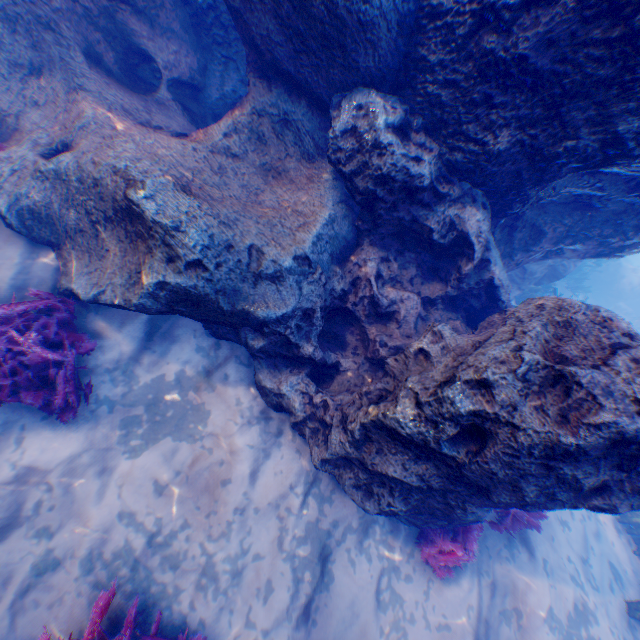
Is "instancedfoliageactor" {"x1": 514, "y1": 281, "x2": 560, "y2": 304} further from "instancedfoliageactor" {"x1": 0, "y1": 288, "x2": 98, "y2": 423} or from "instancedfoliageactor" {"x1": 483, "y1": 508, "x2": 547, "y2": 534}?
"instancedfoliageactor" {"x1": 0, "y1": 288, "x2": 98, "y2": 423}

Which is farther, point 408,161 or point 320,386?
point 320,386

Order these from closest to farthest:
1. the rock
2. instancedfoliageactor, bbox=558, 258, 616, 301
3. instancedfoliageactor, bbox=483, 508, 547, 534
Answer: the rock → instancedfoliageactor, bbox=483, 508, 547, 534 → instancedfoliageactor, bbox=558, 258, 616, 301

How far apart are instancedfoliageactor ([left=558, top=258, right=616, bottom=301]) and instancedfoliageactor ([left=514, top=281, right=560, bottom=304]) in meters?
6.5

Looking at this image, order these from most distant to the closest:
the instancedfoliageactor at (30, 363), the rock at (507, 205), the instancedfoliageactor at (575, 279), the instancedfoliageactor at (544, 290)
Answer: the instancedfoliageactor at (575, 279), the instancedfoliageactor at (544, 290), the instancedfoliageactor at (30, 363), the rock at (507, 205)

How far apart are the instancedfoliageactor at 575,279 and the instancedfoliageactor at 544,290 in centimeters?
647cm

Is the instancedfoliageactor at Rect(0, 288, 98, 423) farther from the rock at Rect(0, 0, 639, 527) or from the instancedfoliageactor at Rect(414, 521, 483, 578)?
the instancedfoliageactor at Rect(414, 521, 483, 578)

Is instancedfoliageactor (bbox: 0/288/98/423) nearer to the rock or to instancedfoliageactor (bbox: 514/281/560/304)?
the rock
